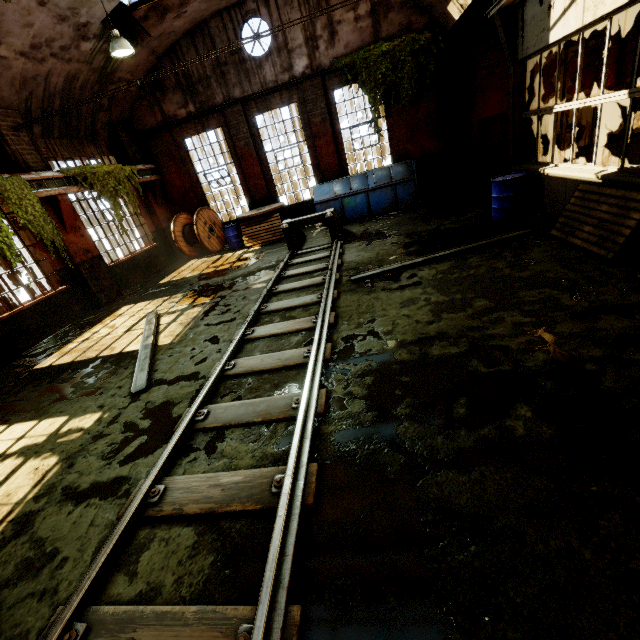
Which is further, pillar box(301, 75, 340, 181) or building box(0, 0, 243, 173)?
pillar box(301, 75, 340, 181)

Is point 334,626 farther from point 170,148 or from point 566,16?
point 170,148

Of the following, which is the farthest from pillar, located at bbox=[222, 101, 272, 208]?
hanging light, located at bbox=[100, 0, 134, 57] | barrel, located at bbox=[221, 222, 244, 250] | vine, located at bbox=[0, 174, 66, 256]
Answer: vine, located at bbox=[0, 174, 66, 256]

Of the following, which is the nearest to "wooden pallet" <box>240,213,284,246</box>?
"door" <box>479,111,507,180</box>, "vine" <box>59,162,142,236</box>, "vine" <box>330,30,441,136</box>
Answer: "vine" <box>59,162,142,236</box>

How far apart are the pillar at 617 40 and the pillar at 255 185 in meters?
12.5 m

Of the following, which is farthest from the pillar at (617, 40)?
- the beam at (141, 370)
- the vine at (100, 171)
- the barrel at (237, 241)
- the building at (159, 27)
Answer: the vine at (100, 171)

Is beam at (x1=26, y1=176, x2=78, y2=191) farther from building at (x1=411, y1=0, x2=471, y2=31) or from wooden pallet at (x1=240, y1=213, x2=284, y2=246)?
wooden pallet at (x1=240, y1=213, x2=284, y2=246)

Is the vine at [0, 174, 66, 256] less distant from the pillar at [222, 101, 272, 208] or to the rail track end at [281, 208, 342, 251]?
the rail track end at [281, 208, 342, 251]
